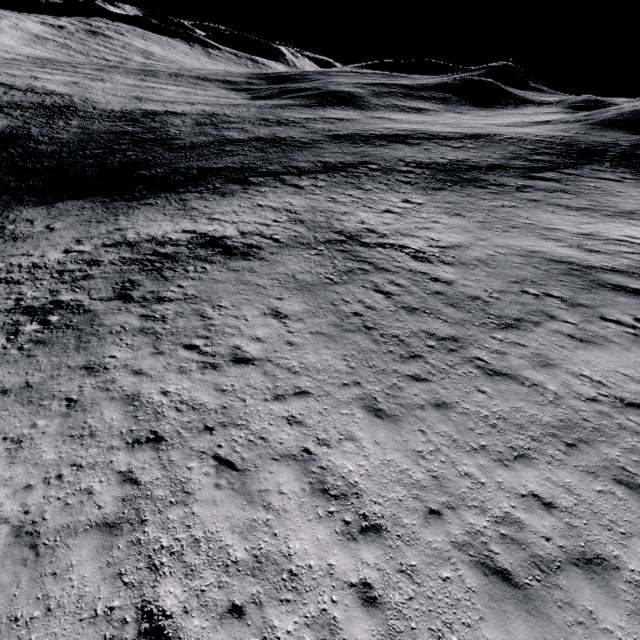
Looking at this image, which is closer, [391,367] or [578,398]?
[578,398]
